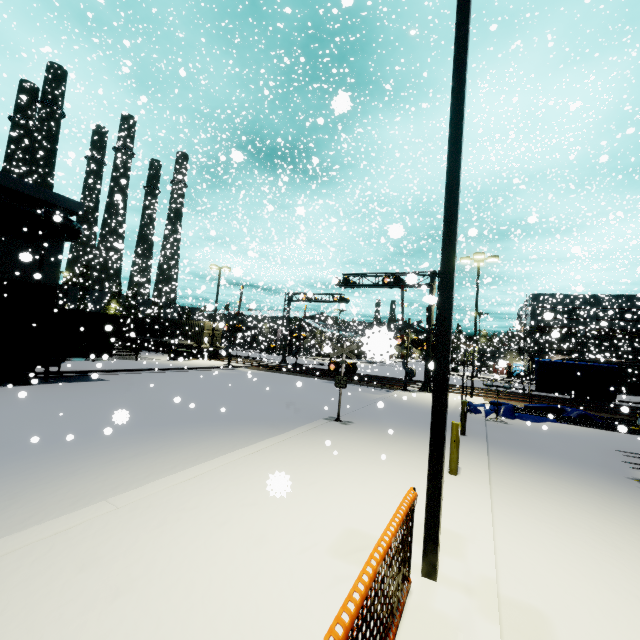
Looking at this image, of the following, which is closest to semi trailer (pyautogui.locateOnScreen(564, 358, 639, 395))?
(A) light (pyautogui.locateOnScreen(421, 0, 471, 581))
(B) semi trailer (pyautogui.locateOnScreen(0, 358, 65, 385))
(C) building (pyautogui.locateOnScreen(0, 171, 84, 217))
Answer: (C) building (pyautogui.locateOnScreen(0, 171, 84, 217))

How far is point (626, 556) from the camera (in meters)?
4.98

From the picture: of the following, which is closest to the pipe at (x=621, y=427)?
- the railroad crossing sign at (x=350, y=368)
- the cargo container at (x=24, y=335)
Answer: the cargo container at (x=24, y=335)

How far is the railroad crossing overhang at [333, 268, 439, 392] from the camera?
22.49m

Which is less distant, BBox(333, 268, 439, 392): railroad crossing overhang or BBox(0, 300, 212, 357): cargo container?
BBox(0, 300, 212, 357): cargo container

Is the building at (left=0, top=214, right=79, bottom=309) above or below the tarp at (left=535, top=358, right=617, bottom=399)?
above

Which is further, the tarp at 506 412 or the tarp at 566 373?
the tarp at 566 373

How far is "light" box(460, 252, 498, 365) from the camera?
21.8 meters
